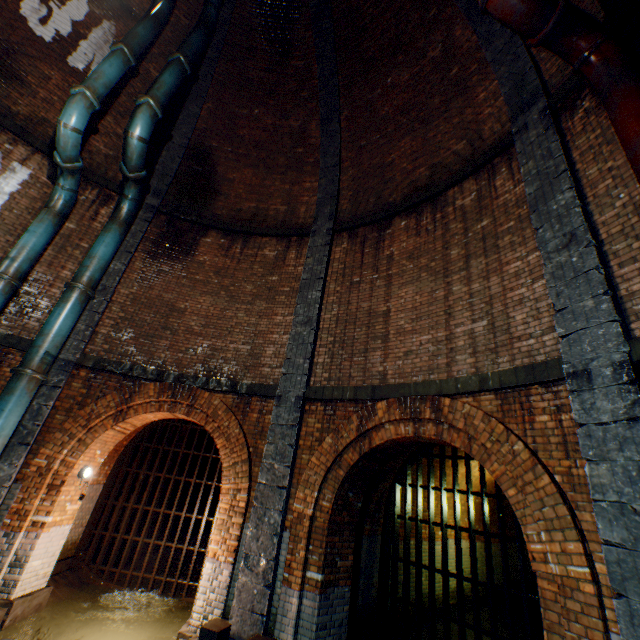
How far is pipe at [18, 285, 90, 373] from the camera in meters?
6.8 m

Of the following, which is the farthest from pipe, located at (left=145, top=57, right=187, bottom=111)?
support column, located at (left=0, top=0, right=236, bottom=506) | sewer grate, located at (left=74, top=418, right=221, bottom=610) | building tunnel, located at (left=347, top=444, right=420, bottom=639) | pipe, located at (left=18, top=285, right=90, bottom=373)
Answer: building tunnel, located at (left=347, top=444, right=420, bottom=639)

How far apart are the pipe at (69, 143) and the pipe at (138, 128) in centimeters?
60cm

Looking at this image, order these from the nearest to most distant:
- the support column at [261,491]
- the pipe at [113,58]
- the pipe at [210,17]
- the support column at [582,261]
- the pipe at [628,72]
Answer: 1. the support column at [582,261]
2. the pipe at [628,72]
3. the support column at [261,491]
4. the pipe at [113,58]
5. the pipe at [210,17]

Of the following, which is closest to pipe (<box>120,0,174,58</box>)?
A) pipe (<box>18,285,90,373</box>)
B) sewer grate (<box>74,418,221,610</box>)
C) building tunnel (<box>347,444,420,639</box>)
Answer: pipe (<box>18,285,90,373</box>)

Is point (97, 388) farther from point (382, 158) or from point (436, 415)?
point (382, 158)

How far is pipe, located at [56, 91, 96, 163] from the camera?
7.0m

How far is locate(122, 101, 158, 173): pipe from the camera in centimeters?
768cm
